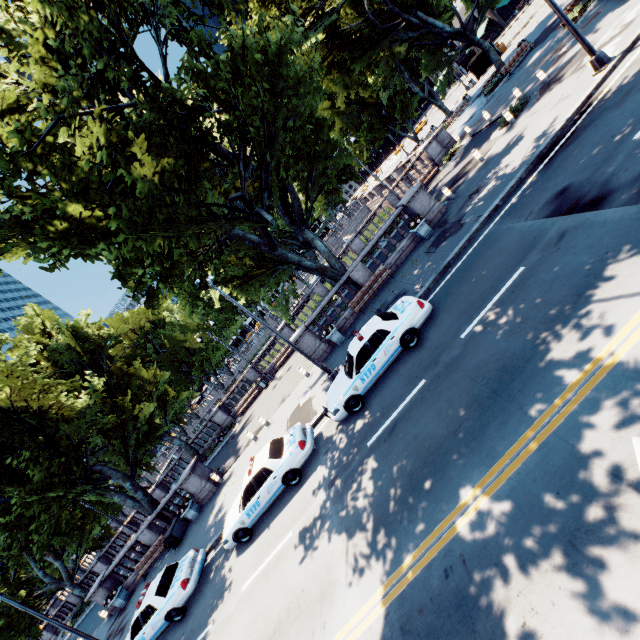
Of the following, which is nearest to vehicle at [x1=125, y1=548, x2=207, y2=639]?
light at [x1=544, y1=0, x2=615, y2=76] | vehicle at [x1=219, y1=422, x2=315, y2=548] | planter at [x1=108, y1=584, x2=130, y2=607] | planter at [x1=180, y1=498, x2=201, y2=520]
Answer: vehicle at [x1=219, y1=422, x2=315, y2=548]

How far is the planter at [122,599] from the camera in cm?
1981

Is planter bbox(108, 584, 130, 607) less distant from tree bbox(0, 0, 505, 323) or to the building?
tree bbox(0, 0, 505, 323)

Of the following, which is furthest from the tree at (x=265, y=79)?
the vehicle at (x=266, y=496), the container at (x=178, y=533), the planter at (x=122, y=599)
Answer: the vehicle at (x=266, y=496)

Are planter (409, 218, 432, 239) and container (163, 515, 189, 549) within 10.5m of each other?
no

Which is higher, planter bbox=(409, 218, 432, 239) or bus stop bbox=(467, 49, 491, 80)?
bus stop bbox=(467, 49, 491, 80)

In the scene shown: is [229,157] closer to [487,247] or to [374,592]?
[487,247]

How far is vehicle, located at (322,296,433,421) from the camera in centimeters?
1076cm
